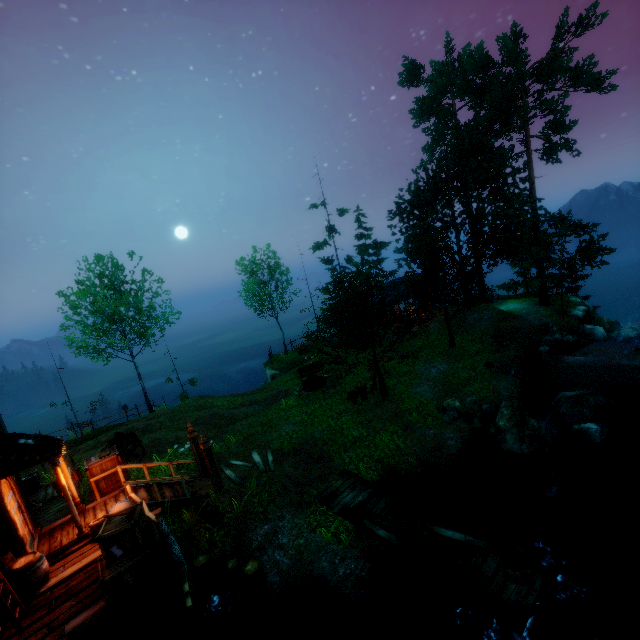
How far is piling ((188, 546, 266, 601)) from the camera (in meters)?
9.26

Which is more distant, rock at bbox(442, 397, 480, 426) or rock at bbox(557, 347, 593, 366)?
rock at bbox(557, 347, 593, 366)

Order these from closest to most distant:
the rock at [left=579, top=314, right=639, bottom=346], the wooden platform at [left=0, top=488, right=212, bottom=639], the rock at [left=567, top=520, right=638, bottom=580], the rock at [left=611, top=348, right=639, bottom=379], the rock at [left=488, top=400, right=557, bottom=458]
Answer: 1. the wooden platform at [left=0, top=488, right=212, bottom=639]
2. the rock at [left=567, top=520, right=638, bottom=580]
3. the rock at [left=488, top=400, right=557, bottom=458]
4. the rock at [left=611, top=348, right=639, bottom=379]
5. the rock at [left=579, top=314, right=639, bottom=346]

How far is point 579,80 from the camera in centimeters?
2264cm

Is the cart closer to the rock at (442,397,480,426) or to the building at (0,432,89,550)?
the building at (0,432,89,550)

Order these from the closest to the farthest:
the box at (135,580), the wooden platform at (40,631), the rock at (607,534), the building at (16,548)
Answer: the wooden platform at (40,631) → the box at (135,580) → the building at (16,548) → the rock at (607,534)

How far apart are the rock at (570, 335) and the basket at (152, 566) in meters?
23.9

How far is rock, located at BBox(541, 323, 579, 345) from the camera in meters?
21.4
